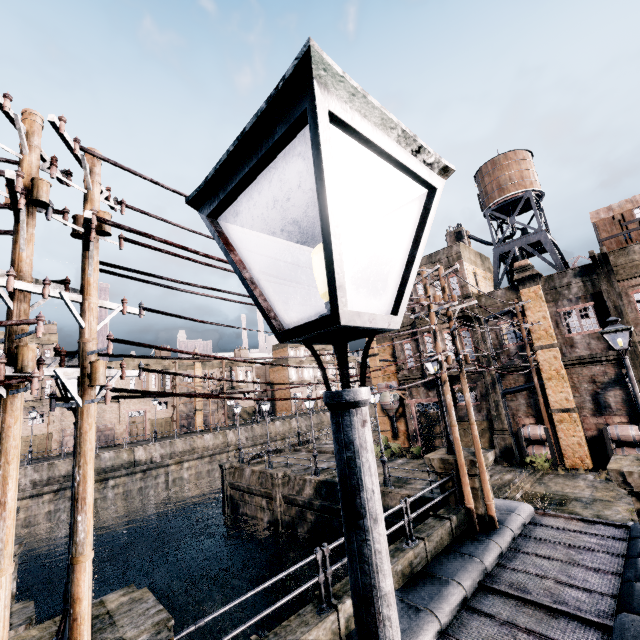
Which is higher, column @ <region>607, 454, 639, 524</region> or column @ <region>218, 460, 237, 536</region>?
column @ <region>607, 454, 639, 524</region>

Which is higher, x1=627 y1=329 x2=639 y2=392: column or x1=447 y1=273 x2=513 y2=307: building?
x1=447 y1=273 x2=513 y2=307: building

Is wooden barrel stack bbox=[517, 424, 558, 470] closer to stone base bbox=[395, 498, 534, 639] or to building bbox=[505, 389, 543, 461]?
building bbox=[505, 389, 543, 461]

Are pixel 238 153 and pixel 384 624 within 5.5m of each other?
yes

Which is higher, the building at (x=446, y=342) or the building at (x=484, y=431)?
the building at (x=446, y=342)

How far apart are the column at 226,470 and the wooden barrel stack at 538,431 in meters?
24.2

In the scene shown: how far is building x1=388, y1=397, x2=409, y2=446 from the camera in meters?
31.1 m
